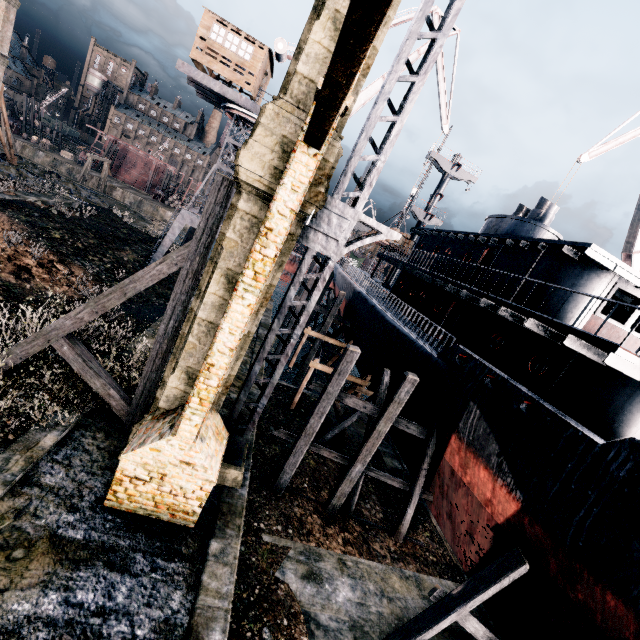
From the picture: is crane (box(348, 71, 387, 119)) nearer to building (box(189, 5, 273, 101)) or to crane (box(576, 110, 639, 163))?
building (box(189, 5, 273, 101))

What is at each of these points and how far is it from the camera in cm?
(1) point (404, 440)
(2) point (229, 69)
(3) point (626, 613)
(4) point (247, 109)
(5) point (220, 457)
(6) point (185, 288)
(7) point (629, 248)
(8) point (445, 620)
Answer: (1) ship, 1709
(2) building, 2267
(3) ship, 768
(4) crane, 2530
(5) building, 959
(6) wooden brace, 953
(7) crane, 2494
(8) wooden scaffolding, 991

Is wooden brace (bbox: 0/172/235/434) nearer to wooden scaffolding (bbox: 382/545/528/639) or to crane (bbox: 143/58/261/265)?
wooden scaffolding (bbox: 382/545/528/639)

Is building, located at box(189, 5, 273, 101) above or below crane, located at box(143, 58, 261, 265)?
above

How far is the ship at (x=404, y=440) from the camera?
15.55m

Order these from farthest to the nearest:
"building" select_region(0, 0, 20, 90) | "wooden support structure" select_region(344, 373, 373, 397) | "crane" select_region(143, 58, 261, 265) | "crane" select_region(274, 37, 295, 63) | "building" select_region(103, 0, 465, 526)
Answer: "building" select_region(0, 0, 20, 90) < "crane" select_region(274, 37, 295, 63) < "crane" select_region(143, 58, 261, 265) < "wooden support structure" select_region(344, 373, 373, 397) < "building" select_region(103, 0, 465, 526)

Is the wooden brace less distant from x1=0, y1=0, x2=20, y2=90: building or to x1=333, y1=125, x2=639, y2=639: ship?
x1=333, y1=125, x2=639, y2=639: ship

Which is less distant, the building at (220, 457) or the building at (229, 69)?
the building at (220, 457)
